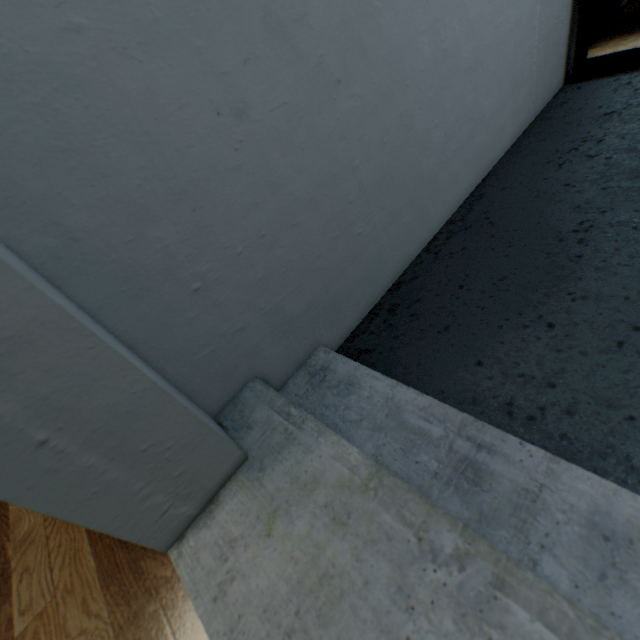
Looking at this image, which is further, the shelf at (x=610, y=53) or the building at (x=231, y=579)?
the shelf at (x=610, y=53)

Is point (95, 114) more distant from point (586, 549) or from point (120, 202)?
point (586, 549)

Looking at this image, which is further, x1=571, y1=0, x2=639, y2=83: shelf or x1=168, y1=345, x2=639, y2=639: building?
x1=571, y1=0, x2=639, y2=83: shelf
